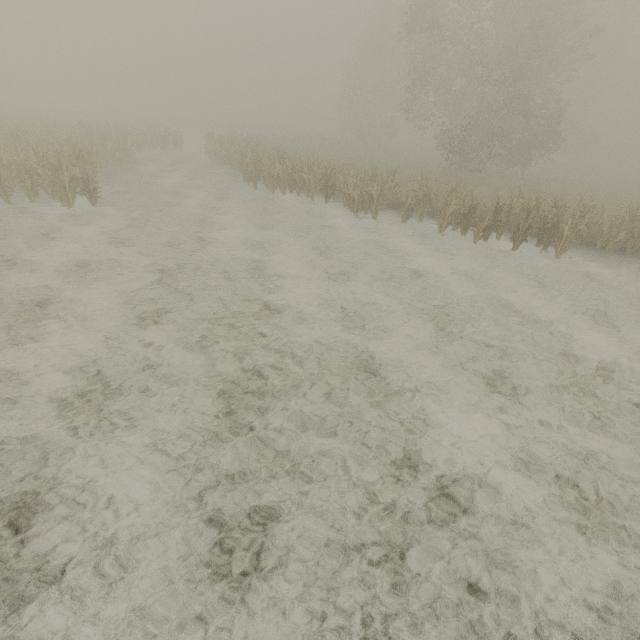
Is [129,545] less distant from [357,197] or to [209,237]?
[209,237]
